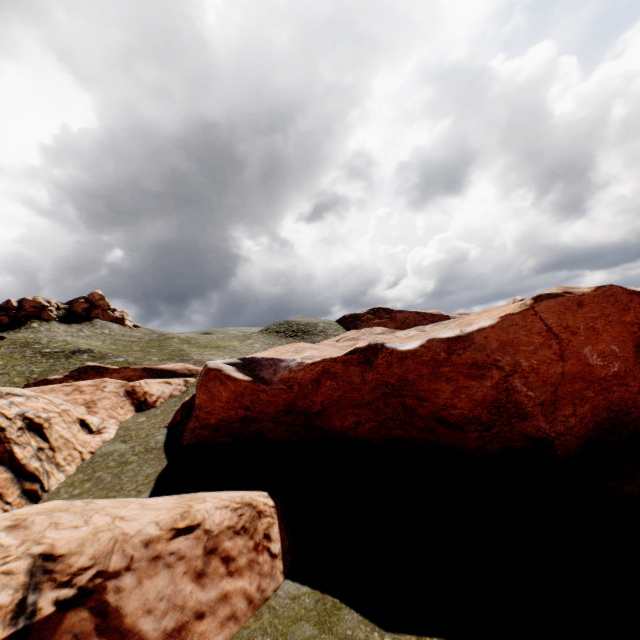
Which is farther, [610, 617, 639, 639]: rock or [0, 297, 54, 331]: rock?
[0, 297, 54, 331]: rock

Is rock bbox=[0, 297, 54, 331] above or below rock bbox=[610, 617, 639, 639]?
above

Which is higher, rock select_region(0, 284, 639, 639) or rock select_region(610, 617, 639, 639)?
rock select_region(0, 284, 639, 639)

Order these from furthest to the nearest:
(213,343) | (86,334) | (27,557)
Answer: (86,334) < (213,343) < (27,557)

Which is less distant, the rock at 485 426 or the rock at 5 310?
the rock at 485 426

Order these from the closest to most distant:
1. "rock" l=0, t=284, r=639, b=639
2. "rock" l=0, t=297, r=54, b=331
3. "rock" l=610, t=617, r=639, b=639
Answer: "rock" l=610, t=617, r=639, b=639 → "rock" l=0, t=284, r=639, b=639 → "rock" l=0, t=297, r=54, b=331

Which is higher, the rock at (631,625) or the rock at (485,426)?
the rock at (485,426)
